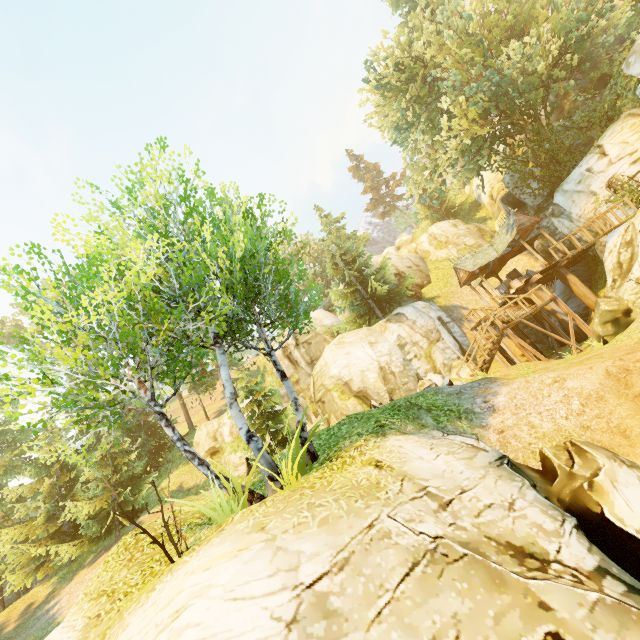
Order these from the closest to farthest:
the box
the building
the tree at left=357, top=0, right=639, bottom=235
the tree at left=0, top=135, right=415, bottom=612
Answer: the tree at left=0, top=135, right=415, bottom=612 < the tree at left=357, top=0, right=639, bottom=235 < the building < the box

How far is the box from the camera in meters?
22.7

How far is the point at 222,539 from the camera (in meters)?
4.50

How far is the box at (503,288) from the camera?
22.7m

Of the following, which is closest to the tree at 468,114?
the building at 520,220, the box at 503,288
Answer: the building at 520,220

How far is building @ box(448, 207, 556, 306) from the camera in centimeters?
2067cm

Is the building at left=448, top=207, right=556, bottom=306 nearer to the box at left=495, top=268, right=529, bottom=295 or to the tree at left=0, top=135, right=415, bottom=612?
the box at left=495, top=268, right=529, bottom=295
